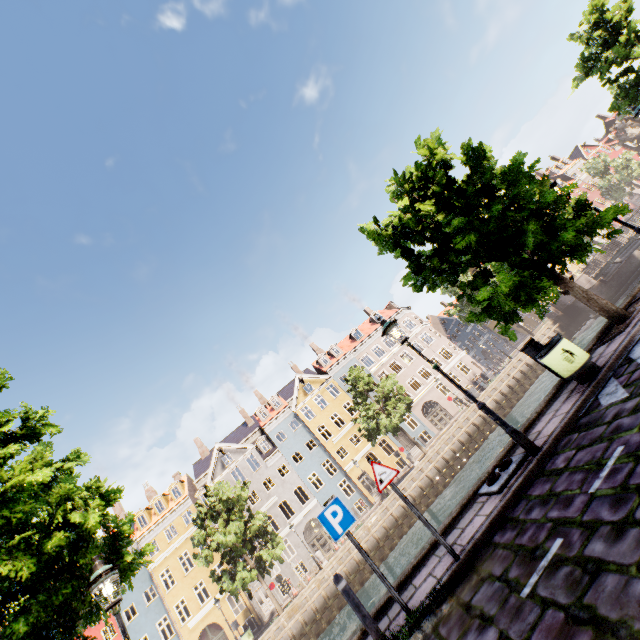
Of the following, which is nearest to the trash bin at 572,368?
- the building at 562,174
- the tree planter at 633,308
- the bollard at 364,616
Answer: the tree planter at 633,308

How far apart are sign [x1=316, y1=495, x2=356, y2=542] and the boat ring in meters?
2.7 m

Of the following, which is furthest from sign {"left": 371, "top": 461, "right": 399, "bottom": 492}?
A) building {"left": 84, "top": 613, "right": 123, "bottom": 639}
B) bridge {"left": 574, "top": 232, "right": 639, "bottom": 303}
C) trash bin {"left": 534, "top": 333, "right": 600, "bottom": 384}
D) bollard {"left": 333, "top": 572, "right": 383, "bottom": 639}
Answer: building {"left": 84, "top": 613, "right": 123, "bottom": 639}

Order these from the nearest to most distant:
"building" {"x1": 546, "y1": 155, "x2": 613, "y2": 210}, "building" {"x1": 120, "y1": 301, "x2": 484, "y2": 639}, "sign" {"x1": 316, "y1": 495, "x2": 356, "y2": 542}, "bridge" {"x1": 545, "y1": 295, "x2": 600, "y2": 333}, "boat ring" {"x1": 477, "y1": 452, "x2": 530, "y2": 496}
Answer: "sign" {"x1": 316, "y1": 495, "x2": 356, "y2": 542}, "boat ring" {"x1": 477, "y1": 452, "x2": 530, "y2": 496}, "bridge" {"x1": 545, "y1": 295, "x2": 600, "y2": 333}, "building" {"x1": 120, "y1": 301, "x2": 484, "y2": 639}, "building" {"x1": 546, "y1": 155, "x2": 613, "y2": 210}

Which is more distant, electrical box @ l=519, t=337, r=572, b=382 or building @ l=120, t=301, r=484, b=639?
building @ l=120, t=301, r=484, b=639

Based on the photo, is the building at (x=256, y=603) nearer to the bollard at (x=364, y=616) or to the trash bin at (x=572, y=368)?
the trash bin at (x=572, y=368)

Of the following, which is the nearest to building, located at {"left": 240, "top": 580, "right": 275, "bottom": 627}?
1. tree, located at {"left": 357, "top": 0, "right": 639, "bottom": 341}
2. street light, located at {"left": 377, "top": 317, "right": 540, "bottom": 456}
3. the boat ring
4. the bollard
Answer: tree, located at {"left": 357, "top": 0, "right": 639, "bottom": 341}

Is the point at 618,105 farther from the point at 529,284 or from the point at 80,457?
the point at 80,457
